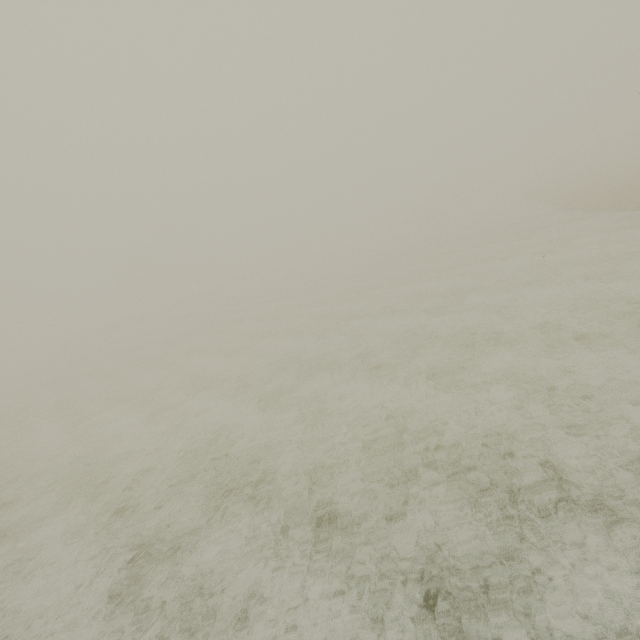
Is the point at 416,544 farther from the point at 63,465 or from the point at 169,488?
the point at 63,465
